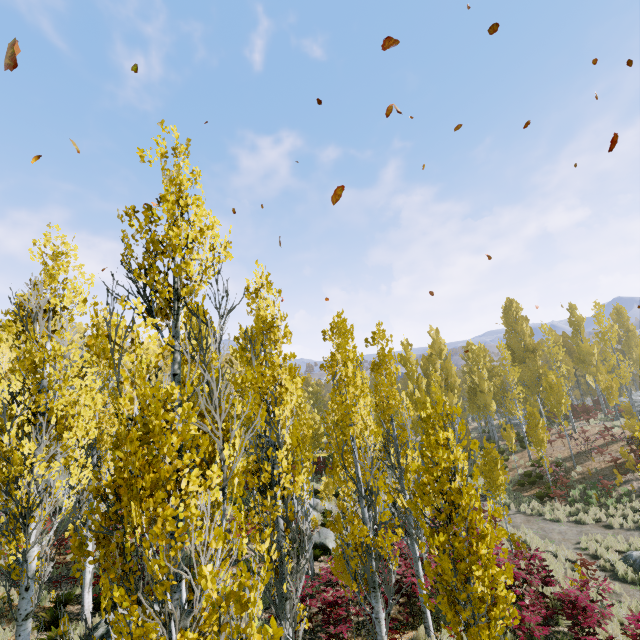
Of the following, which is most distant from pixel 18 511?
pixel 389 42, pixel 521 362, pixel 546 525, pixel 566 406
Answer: pixel 521 362

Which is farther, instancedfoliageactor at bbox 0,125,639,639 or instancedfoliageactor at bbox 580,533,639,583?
instancedfoliageactor at bbox 580,533,639,583

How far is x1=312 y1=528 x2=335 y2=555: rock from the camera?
16.1 meters

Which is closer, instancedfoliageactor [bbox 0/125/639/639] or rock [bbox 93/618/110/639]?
instancedfoliageactor [bbox 0/125/639/639]

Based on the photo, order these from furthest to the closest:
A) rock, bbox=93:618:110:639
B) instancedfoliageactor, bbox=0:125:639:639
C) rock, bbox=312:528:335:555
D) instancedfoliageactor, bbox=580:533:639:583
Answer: rock, bbox=312:528:335:555 → instancedfoliageactor, bbox=580:533:639:583 → rock, bbox=93:618:110:639 → instancedfoliageactor, bbox=0:125:639:639

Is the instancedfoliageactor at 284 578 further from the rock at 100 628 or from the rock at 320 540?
the rock at 320 540

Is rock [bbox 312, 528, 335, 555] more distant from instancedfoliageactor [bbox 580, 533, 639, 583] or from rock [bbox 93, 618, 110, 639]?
rock [bbox 93, 618, 110, 639]

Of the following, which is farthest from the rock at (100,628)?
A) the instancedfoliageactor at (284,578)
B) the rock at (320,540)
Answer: the rock at (320,540)
